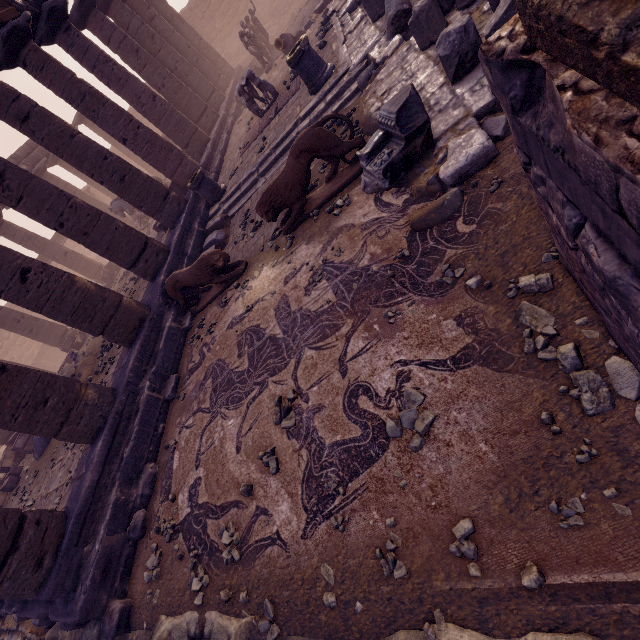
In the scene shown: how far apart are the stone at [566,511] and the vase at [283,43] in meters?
16.0

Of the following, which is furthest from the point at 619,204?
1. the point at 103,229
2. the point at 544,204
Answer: the point at 103,229

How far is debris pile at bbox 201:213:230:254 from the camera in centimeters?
882cm

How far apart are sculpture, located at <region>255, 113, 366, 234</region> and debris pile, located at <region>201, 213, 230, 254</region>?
2.4 meters

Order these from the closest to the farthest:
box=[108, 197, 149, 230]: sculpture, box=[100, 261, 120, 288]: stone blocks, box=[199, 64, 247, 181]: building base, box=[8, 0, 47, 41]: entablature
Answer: box=[8, 0, 47, 41]: entablature
box=[199, 64, 247, 181]: building base
box=[108, 197, 149, 230]: sculpture
box=[100, 261, 120, 288]: stone blocks

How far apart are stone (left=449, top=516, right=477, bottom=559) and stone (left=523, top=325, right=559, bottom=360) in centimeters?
125cm

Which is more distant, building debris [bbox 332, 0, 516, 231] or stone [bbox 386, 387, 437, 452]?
building debris [bbox 332, 0, 516, 231]

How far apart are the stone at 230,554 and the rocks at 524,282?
3.7 meters
